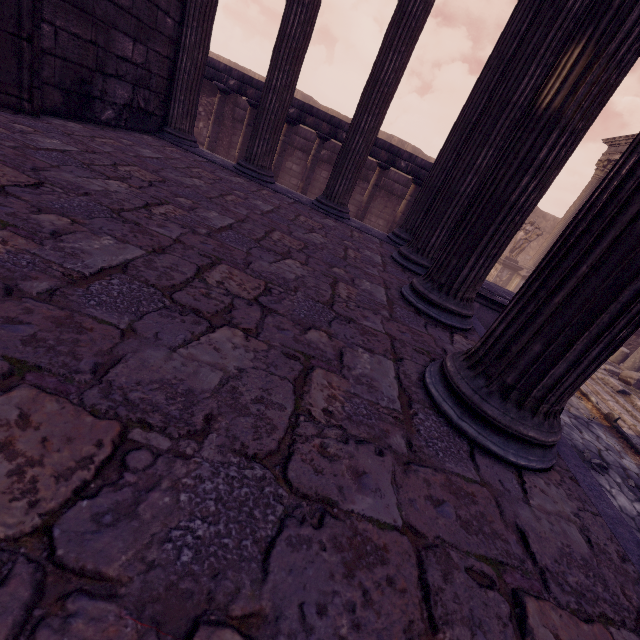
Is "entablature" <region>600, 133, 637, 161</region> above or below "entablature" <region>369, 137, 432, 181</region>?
above

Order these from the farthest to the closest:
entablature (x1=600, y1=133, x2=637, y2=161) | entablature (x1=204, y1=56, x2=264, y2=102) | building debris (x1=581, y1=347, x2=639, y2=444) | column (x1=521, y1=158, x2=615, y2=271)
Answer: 1. column (x1=521, y1=158, x2=615, y2=271)
2. entablature (x1=600, y1=133, x2=637, y2=161)
3. entablature (x1=204, y1=56, x2=264, y2=102)
4. building debris (x1=581, y1=347, x2=639, y2=444)

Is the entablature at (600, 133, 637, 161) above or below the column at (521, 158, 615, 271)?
above

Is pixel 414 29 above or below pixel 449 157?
above

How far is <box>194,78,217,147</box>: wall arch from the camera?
11.5m

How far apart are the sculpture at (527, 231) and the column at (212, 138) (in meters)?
14.38

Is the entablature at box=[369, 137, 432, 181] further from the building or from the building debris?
the building debris

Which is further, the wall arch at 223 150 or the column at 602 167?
the column at 602 167
